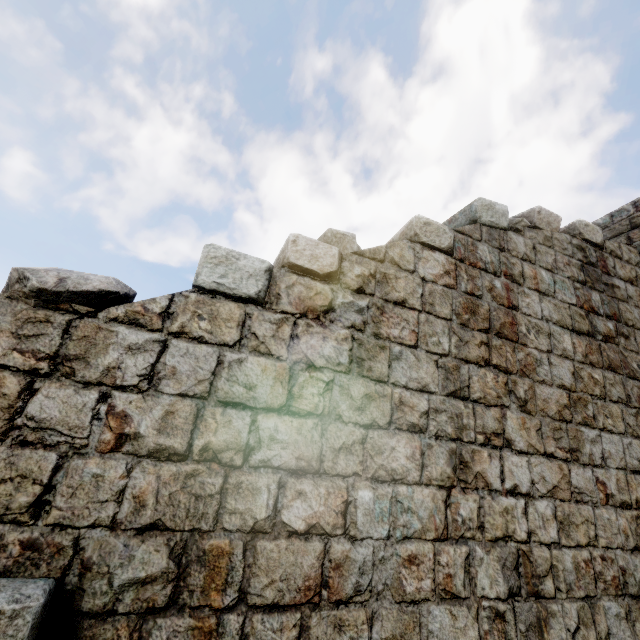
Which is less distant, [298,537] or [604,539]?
[298,537]
